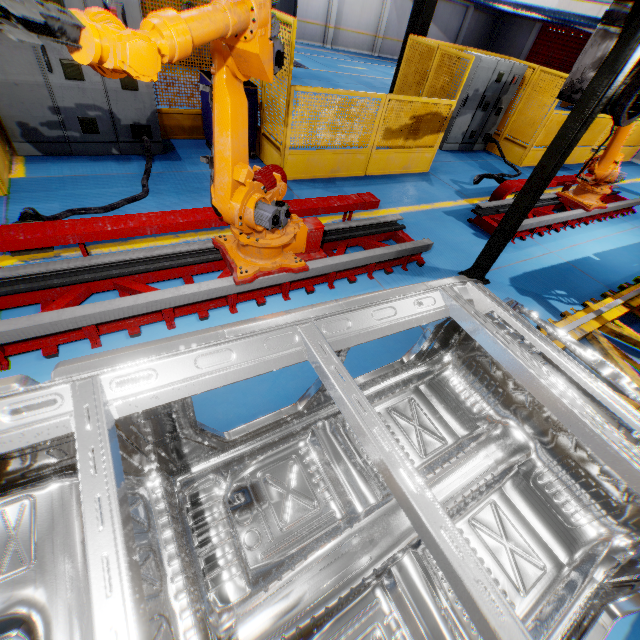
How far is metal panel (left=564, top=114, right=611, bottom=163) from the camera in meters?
10.3 m

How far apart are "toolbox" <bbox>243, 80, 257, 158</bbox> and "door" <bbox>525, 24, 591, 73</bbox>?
29.0m

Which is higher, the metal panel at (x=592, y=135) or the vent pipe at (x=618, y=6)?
the vent pipe at (x=618, y=6)

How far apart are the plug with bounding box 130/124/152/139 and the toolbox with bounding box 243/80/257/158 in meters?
1.0 m

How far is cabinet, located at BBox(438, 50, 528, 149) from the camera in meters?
8.2

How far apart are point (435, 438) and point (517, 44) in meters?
35.9

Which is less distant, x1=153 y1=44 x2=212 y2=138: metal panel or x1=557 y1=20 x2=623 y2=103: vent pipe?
x1=557 y1=20 x2=623 y2=103: vent pipe

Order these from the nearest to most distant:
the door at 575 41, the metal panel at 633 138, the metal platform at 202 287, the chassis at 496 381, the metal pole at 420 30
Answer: the chassis at 496 381 → the metal platform at 202 287 → the metal pole at 420 30 → the metal panel at 633 138 → the door at 575 41
